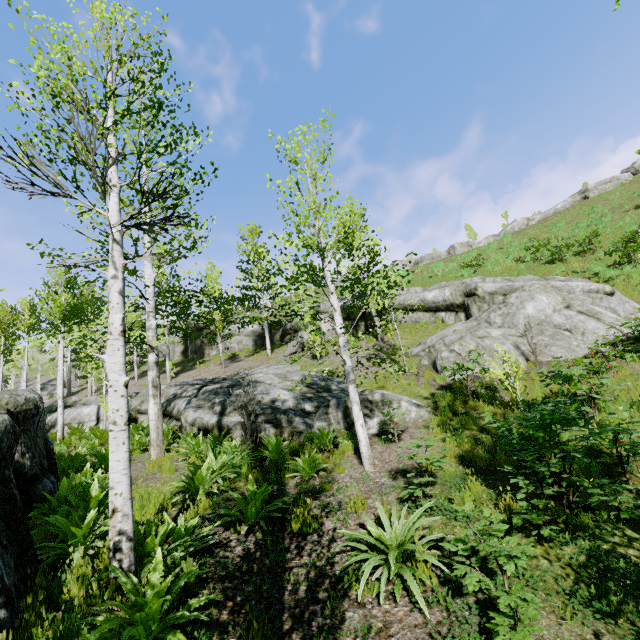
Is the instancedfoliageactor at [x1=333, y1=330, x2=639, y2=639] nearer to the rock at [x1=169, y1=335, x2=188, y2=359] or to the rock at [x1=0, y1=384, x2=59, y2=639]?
the rock at [x1=0, y1=384, x2=59, y2=639]

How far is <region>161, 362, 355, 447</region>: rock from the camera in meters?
8.6 m

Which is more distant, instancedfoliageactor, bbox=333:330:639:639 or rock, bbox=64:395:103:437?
rock, bbox=64:395:103:437

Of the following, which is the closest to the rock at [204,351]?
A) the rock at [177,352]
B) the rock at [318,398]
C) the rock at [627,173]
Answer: the rock at [177,352]

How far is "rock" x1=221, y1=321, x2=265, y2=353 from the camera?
28.59m

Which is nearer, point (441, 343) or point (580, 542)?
point (580, 542)

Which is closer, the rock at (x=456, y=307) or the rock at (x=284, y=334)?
the rock at (x=456, y=307)

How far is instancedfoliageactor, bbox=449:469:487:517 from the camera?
3.4m
